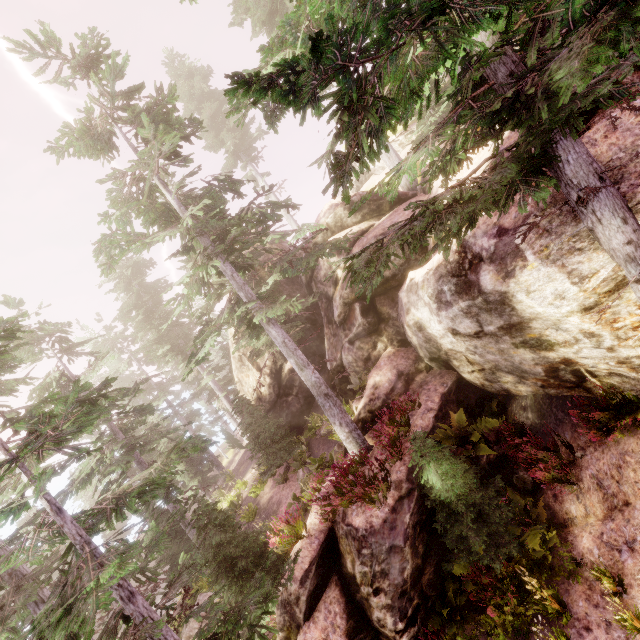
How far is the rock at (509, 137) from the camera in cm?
822

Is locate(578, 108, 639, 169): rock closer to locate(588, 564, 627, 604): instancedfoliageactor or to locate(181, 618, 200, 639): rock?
locate(588, 564, 627, 604): instancedfoliageactor

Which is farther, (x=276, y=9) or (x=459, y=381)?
(x=276, y=9)

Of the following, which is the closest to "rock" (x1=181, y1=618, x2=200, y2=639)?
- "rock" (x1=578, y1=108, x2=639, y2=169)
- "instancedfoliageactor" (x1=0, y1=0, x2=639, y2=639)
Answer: "instancedfoliageactor" (x1=0, y1=0, x2=639, y2=639)

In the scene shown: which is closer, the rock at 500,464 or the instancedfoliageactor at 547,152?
the instancedfoliageactor at 547,152

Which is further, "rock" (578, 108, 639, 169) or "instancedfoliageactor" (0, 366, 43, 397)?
"instancedfoliageactor" (0, 366, 43, 397)
